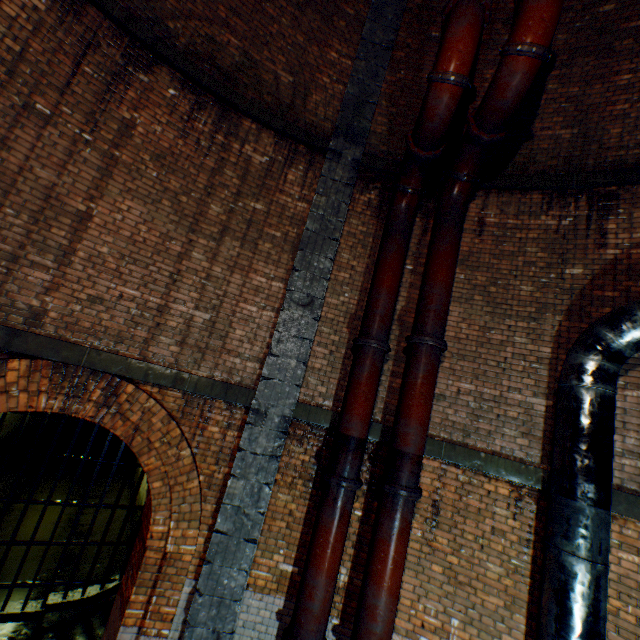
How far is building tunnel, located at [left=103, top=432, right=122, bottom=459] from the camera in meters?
15.5

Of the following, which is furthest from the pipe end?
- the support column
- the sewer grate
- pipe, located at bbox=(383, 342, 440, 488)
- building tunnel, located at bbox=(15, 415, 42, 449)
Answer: building tunnel, located at bbox=(15, 415, 42, 449)

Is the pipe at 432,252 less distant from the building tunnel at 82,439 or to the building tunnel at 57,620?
the building tunnel at 57,620

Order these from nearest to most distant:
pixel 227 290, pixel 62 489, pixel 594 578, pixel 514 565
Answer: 1. pixel 594 578
2. pixel 514 565
3. pixel 227 290
4. pixel 62 489

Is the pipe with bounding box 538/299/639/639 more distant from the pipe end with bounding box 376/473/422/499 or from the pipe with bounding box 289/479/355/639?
the pipe with bounding box 289/479/355/639

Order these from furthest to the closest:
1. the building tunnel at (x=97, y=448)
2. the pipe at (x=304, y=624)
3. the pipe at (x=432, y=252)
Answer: the building tunnel at (x=97, y=448) → the pipe at (x=432, y=252) → the pipe at (x=304, y=624)

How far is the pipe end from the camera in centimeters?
430cm

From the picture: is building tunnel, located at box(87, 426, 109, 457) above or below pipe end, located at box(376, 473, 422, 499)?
below
